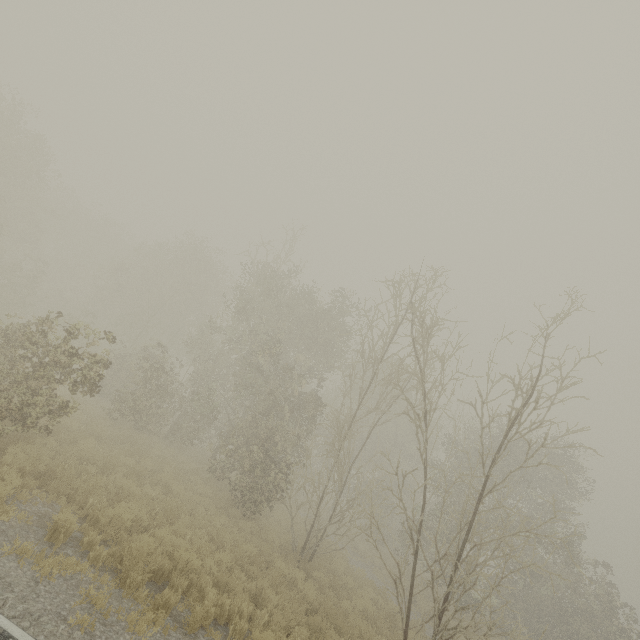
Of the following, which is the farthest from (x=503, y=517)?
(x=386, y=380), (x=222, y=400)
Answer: (x=222, y=400)
